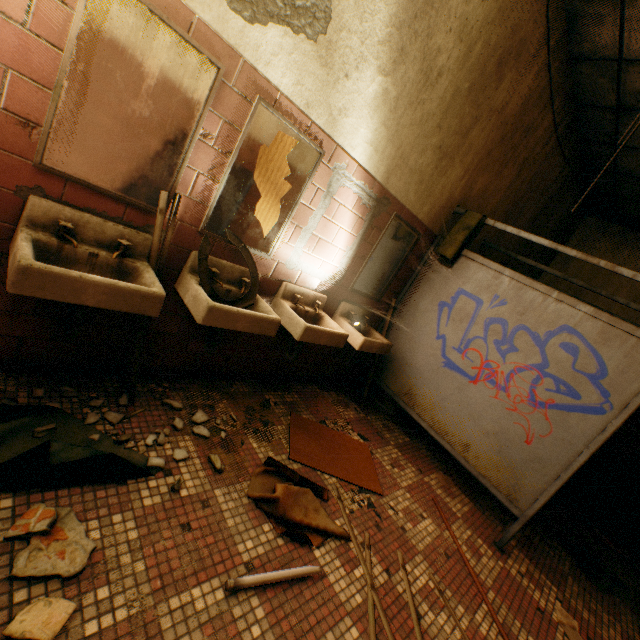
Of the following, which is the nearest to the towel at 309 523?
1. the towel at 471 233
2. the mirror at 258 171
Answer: the mirror at 258 171

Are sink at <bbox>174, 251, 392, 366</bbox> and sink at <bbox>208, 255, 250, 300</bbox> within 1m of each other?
yes

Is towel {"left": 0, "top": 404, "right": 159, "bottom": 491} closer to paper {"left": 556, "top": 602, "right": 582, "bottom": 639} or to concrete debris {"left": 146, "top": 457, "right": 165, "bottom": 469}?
concrete debris {"left": 146, "top": 457, "right": 165, "bottom": 469}

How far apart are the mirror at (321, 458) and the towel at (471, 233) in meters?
1.9 m

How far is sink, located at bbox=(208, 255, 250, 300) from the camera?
2.0m

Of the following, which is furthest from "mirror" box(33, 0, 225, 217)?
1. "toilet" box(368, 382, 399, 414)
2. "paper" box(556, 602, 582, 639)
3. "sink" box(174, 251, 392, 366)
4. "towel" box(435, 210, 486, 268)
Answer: "paper" box(556, 602, 582, 639)

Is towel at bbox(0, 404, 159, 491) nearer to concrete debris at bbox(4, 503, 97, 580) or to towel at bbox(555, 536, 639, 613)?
concrete debris at bbox(4, 503, 97, 580)

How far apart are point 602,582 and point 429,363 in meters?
2.4 m
